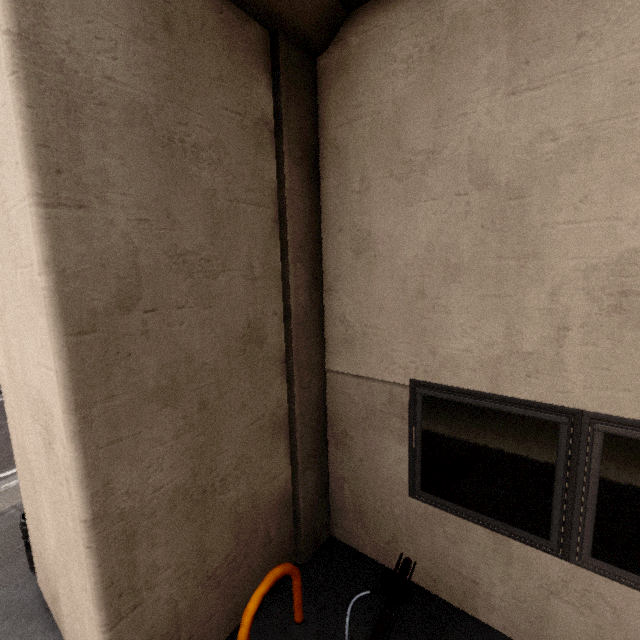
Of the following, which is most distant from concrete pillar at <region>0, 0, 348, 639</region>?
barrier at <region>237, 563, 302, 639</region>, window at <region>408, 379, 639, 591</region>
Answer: window at <region>408, 379, 639, 591</region>

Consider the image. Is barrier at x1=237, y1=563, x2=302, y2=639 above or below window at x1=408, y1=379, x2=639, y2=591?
below

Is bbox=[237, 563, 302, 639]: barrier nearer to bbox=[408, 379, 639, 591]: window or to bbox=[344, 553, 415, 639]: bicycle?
bbox=[344, 553, 415, 639]: bicycle

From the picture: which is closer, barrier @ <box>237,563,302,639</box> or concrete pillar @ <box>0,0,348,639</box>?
concrete pillar @ <box>0,0,348,639</box>

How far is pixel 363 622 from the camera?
2.8m

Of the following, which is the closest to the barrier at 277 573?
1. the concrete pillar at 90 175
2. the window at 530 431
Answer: the concrete pillar at 90 175

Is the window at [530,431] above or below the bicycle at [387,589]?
above

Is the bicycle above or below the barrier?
above
